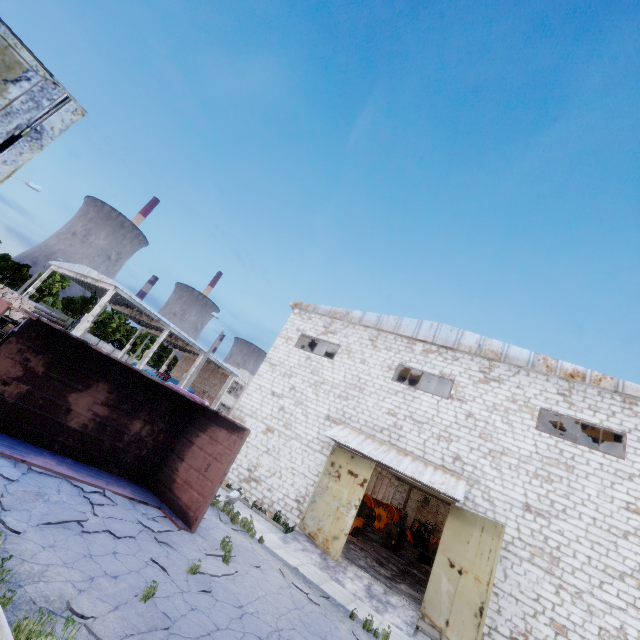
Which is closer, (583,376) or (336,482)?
(583,376)

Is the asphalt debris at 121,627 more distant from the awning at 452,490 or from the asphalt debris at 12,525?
the awning at 452,490

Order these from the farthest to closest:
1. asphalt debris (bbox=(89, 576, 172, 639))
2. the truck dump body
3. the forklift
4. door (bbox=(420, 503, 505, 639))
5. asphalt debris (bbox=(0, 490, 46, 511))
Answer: the forklift
door (bbox=(420, 503, 505, 639))
the truck dump body
asphalt debris (bbox=(0, 490, 46, 511))
asphalt debris (bbox=(89, 576, 172, 639))

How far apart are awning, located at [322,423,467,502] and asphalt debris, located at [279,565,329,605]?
4.80m

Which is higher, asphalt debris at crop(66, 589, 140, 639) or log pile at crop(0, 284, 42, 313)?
log pile at crop(0, 284, 42, 313)

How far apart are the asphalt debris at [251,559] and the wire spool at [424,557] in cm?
2008

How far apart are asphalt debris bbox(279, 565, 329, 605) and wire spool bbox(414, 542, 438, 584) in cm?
1836

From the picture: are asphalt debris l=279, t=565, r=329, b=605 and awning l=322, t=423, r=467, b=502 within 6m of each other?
yes
